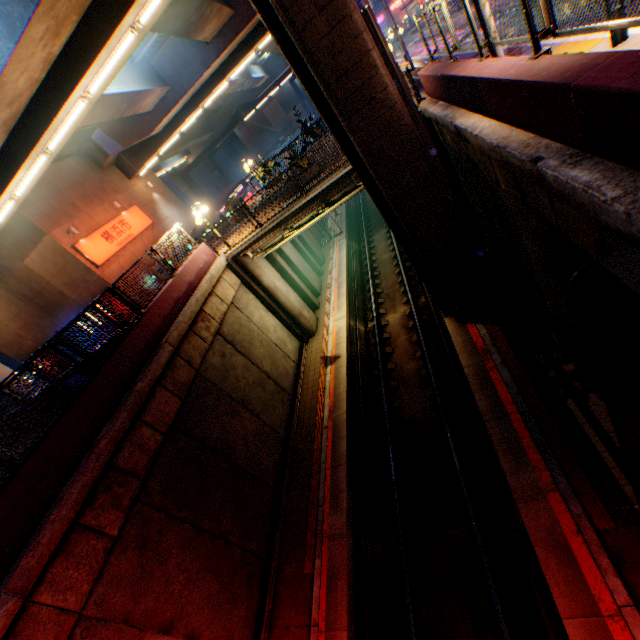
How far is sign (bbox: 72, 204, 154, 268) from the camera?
18.2m

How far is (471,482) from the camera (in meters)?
9.05

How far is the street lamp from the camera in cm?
539

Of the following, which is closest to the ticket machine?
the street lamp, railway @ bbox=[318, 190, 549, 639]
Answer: railway @ bbox=[318, 190, 549, 639]

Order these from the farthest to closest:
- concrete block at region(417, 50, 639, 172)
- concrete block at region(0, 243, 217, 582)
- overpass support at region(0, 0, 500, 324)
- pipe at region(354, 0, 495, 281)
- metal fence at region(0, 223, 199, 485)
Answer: pipe at region(354, 0, 495, 281) → overpass support at region(0, 0, 500, 324) → metal fence at region(0, 223, 199, 485) → concrete block at region(0, 243, 217, 582) → concrete block at region(417, 50, 639, 172)

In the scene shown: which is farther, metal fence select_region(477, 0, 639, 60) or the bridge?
the bridge

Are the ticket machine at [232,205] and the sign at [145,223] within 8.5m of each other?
yes

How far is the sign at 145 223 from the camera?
18.25m
